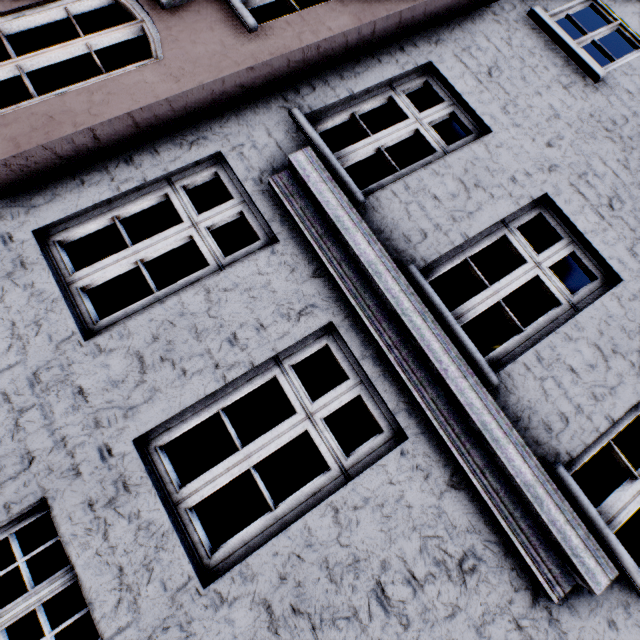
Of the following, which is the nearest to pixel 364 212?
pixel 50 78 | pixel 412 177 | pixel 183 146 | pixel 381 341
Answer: pixel 412 177
